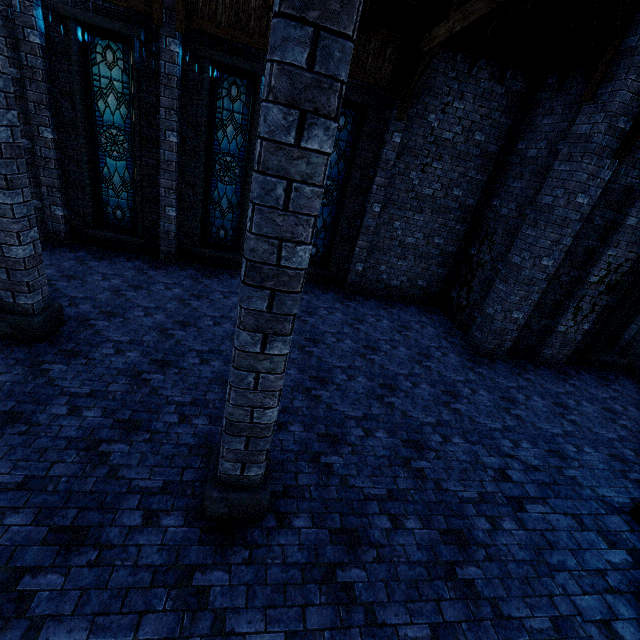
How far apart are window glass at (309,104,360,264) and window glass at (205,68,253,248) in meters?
1.8 m

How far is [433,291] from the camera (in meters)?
11.68

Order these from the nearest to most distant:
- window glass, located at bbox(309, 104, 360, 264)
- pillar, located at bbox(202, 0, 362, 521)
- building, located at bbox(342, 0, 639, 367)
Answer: pillar, located at bbox(202, 0, 362, 521), building, located at bbox(342, 0, 639, 367), window glass, located at bbox(309, 104, 360, 264)

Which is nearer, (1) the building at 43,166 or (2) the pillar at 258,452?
(2) the pillar at 258,452

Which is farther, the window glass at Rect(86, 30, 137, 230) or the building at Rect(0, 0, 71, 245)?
the window glass at Rect(86, 30, 137, 230)

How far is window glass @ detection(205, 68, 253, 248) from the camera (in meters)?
8.55

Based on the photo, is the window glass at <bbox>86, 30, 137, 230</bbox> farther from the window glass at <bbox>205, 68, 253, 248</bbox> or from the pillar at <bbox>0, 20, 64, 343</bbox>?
the pillar at <bbox>0, 20, 64, 343</bbox>
